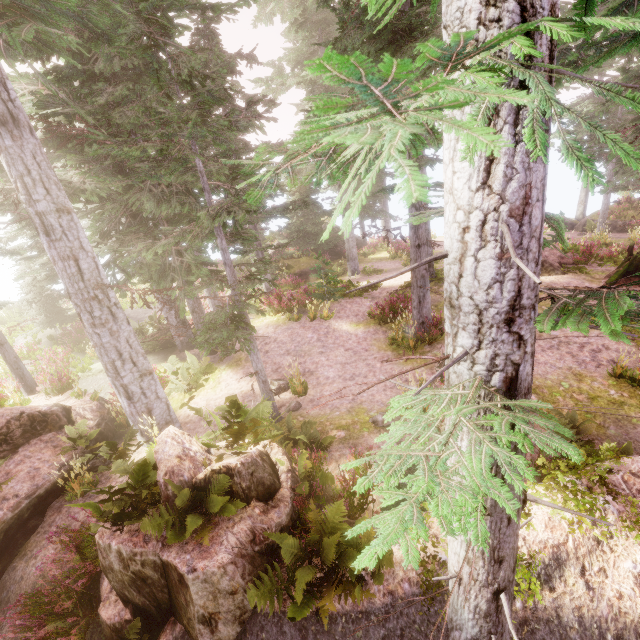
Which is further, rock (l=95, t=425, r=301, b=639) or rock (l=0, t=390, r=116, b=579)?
rock (l=0, t=390, r=116, b=579)

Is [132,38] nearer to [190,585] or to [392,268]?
[190,585]

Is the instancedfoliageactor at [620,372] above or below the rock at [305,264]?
below

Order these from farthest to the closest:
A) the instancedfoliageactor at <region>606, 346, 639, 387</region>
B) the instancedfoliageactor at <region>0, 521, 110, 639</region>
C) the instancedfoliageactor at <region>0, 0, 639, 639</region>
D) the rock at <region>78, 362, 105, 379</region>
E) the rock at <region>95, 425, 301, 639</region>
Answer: the rock at <region>78, 362, 105, 379</region>, the instancedfoliageactor at <region>606, 346, 639, 387</region>, the instancedfoliageactor at <region>0, 521, 110, 639</region>, the rock at <region>95, 425, 301, 639</region>, the instancedfoliageactor at <region>0, 0, 639, 639</region>

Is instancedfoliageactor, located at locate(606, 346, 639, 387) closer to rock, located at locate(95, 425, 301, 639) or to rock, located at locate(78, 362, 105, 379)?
rock, located at locate(95, 425, 301, 639)

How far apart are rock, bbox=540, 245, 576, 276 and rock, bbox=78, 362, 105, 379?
17.3m

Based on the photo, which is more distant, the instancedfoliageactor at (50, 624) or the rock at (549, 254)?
the rock at (549, 254)

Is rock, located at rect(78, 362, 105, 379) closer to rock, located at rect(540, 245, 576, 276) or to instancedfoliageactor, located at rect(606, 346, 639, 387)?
instancedfoliageactor, located at rect(606, 346, 639, 387)
